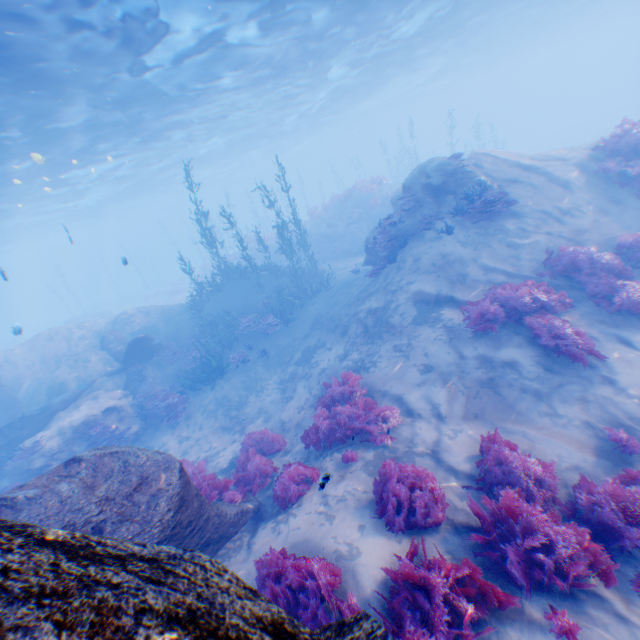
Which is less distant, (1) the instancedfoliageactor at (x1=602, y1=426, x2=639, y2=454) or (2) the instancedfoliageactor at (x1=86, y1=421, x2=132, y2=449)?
(1) the instancedfoliageactor at (x1=602, y1=426, x2=639, y2=454)

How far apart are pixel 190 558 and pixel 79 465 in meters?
5.2

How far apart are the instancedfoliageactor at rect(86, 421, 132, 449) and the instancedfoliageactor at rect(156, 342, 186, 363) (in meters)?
3.86

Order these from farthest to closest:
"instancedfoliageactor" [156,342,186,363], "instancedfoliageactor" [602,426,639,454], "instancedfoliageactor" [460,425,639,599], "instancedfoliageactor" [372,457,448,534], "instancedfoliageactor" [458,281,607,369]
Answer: "instancedfoliageactor" [156,342,186,363]
"instancedfoliageactor" [458,281,607,369]
"instancedfoliageactor" [602,426,639,454]
"instancedfoliageactor" [372,457,448,534]
"instancedfoliageactor" [460,425,639,599]

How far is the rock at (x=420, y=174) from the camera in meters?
12.2

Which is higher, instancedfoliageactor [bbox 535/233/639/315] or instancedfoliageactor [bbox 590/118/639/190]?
instancedfoliageactor [bbox 590/118/639/190]

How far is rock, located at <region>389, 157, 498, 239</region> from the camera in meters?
12.2 m

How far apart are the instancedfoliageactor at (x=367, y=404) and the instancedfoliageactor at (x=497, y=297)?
3.0 meters
